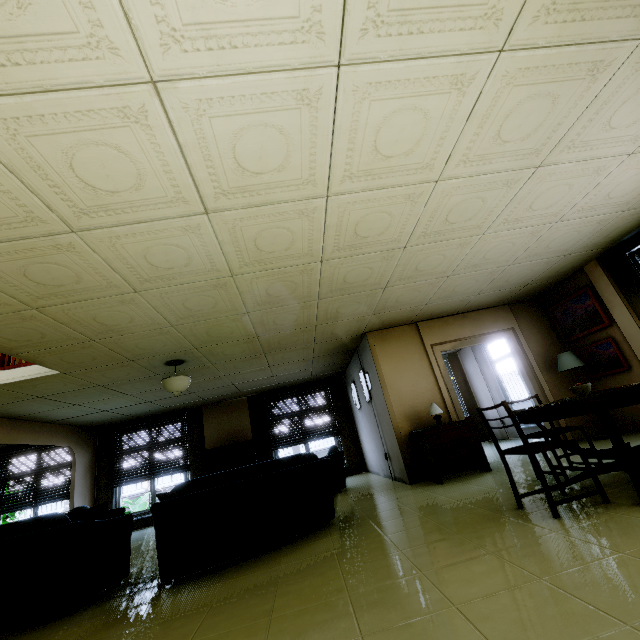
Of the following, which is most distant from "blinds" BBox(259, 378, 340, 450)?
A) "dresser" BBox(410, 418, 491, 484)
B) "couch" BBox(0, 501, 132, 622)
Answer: "couch" BBox(0, 501, 132, 622)

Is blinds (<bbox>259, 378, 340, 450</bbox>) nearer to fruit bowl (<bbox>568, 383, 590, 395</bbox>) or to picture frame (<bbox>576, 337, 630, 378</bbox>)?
picture frame (<bbox>576, 337, 630, 378</bbox>)

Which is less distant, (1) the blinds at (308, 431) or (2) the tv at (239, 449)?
(2) the tv at (239, 449)

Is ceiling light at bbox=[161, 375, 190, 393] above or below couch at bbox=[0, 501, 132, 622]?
above

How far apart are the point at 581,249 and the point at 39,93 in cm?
641

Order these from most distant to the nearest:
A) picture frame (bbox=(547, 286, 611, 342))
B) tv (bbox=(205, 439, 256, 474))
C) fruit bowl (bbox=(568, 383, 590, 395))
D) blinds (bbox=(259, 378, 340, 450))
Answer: blinds (bbox=(259, 378, 340, 450))
tv (bbox=(205, 439, 256, 474))
picture frame (bbox=(547, 286, 611, 342))
fruit bowl (bbox=(568, 383, 590, 395))

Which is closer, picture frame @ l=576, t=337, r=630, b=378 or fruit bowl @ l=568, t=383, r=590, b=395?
fruit bowl @ l=568, t=383, r=590, b=395

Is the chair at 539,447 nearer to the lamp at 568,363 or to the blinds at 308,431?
the lamp at 568,363
